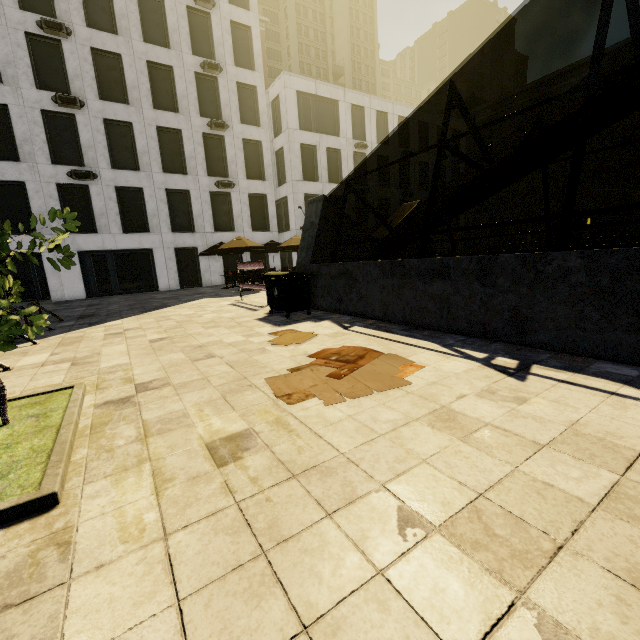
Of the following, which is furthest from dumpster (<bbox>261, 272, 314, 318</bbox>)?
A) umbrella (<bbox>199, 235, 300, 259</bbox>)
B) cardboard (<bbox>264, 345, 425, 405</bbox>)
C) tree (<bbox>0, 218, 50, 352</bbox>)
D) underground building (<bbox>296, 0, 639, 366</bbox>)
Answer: umbrella (<bbox>199, 235, 300, 259</bbox>)

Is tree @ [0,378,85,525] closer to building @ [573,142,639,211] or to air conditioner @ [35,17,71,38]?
building @ [573,142,639,211]

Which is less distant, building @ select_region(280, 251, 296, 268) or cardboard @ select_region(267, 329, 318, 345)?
cardboard @ select_region(267, 329, 318, 345)

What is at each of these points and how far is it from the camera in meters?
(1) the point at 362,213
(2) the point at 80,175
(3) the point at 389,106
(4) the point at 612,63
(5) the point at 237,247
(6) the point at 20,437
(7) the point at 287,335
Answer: (1) building, 31.6
(2) air conditioner, 18.9
(3) building, 31.4
(4) building, 31.8
(5) umbrella, 16.2
(6) tree, 2.8
(7) cardboard, 6.2

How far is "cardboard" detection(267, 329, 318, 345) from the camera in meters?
5.6 m

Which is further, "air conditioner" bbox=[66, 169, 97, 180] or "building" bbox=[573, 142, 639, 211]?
"building" bbox=[573, 142, 639, 211]

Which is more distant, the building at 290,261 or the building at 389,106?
the building at 290,261

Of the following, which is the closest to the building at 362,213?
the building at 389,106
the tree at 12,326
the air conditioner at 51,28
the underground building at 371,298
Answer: the underground building at 371,298
